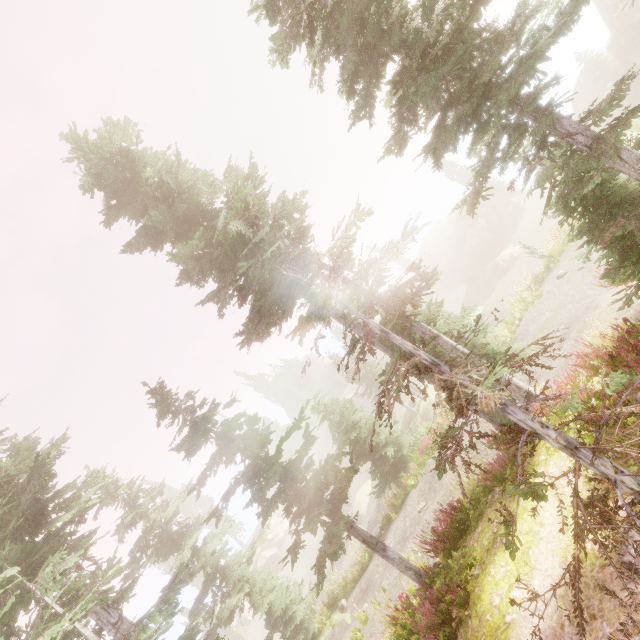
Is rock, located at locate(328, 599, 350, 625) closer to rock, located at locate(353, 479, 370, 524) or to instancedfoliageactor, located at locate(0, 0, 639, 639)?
instancedfoliageactor, located at locate(0, 0, 639, 639)

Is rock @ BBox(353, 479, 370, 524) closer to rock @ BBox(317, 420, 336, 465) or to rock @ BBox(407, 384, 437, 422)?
rock @ BBox(407, 384, 437, 422)

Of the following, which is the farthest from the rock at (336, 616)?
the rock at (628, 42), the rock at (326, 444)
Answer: the rock at (628, 42)

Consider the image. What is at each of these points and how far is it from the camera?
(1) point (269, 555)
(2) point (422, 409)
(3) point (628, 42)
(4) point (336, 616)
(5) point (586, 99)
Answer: (1) rock, 49.9 meters
(2) rock, 34.0 meters
(3) rock, 29.0 meters
(4) rock, 17.2 meters
(5) rock, 35.7 meters

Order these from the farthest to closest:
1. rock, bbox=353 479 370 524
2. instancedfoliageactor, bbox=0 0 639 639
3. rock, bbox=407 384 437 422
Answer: rock, bbox=353 479 370 524, rock, bbox=407 384 437 422, instancedfoliageactor, bbox=0 0 639 639

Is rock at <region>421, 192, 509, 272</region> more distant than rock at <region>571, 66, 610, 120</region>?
Yes

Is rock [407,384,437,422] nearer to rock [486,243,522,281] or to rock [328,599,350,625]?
rock [486,243,522,281]

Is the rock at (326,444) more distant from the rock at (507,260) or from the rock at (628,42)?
the rock at (628,42)
